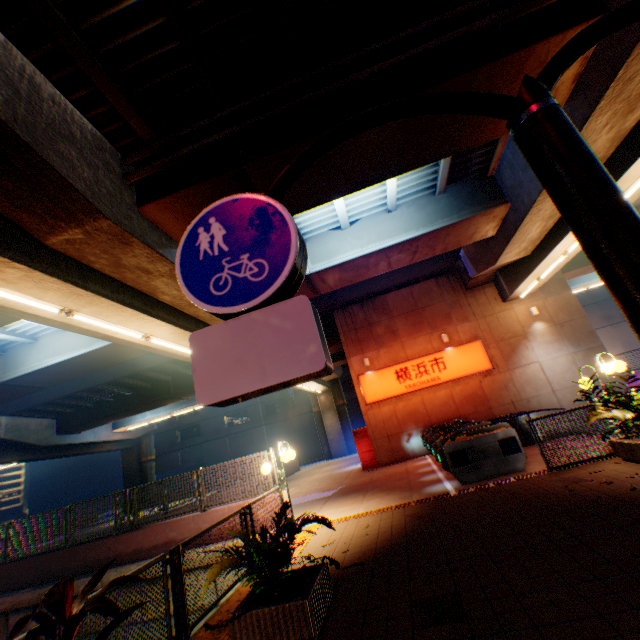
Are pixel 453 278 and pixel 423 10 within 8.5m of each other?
no

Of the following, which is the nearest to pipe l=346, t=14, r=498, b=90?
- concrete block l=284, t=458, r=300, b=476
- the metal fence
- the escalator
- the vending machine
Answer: the metal fence

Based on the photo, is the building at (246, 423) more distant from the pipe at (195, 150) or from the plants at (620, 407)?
the pipe at (195, 150)

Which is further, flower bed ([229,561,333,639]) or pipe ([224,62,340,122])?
pipe ([224,62,340,122])

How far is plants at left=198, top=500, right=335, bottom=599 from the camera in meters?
4.1 m

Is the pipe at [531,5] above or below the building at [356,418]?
above

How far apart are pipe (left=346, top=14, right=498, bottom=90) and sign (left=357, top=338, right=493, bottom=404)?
13.4 meters

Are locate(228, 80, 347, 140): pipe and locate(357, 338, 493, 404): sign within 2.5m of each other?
no
